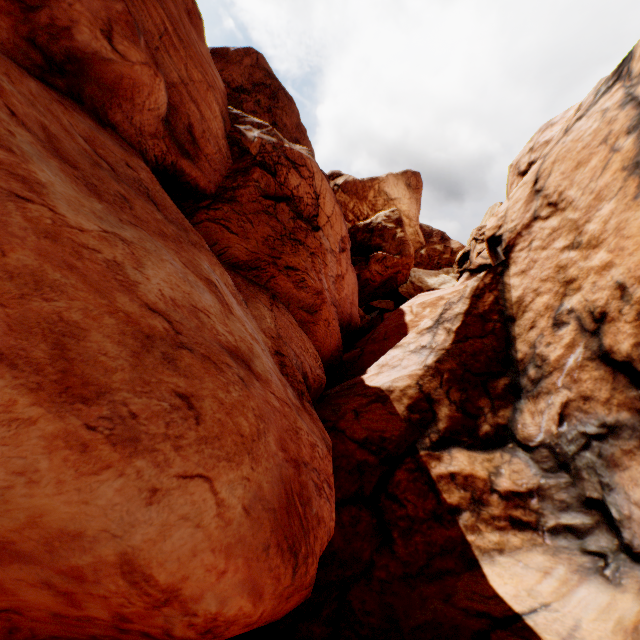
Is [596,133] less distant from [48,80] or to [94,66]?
[94,66]
